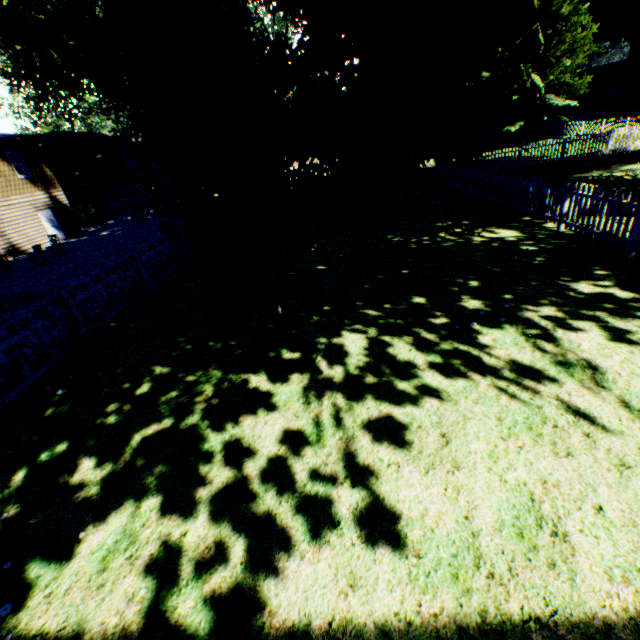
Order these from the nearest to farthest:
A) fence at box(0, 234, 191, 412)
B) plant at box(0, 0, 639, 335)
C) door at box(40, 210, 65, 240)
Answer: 1. plant at box(0, 0, 639, 335)
2. fence at box(0, 234, 191, 412)
3. door at box(40, 210, 65, 240)

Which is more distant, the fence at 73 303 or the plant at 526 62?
the fence at 73 303

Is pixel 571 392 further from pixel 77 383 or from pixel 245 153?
pixel 77 383

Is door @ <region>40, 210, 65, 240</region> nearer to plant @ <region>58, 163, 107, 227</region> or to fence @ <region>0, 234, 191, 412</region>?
plant @ <region>58, 163, 107, 227</region>

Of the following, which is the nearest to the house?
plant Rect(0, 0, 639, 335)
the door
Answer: plant Rect(0, 0, 639, 335)

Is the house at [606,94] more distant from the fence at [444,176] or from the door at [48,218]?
the door at [48,218]

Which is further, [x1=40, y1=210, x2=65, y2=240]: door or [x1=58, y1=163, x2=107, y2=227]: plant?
[x1=58, y1=163, x2=107, y2=227]: plant
